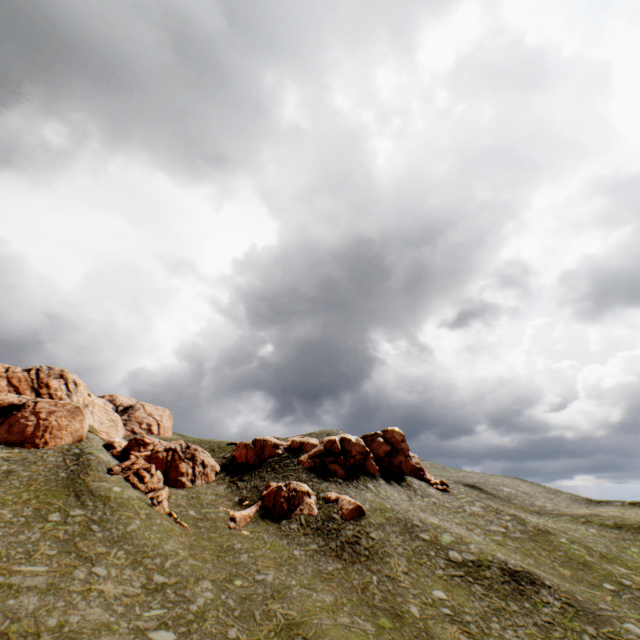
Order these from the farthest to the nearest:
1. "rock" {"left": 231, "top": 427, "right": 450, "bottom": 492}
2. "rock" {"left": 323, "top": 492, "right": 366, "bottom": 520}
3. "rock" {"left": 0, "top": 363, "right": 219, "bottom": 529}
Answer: → "rock" {"left": 231, "top": 427, "right": 450, "bottom": 492}, "rock" {"left": 0, "top": 363, "right": 219, "bottom": 529}, "rock" {"left": 323, "top": 492, "right": 366, "bottom": 520}

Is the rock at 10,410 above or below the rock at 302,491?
above

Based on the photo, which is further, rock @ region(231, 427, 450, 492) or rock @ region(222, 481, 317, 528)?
rock @ region(231, 427, 450, 492)

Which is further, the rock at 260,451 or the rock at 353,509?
the rock at 260,451

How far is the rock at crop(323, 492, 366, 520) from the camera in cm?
3428

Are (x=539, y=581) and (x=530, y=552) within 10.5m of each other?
yes

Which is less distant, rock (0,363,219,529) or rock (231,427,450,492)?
rock (0,363,219,529)
